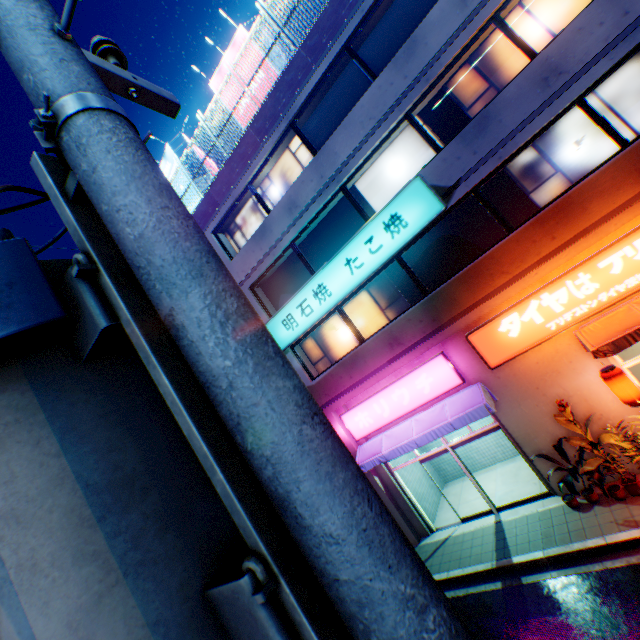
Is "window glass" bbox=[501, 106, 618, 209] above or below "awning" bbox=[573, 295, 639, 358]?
above

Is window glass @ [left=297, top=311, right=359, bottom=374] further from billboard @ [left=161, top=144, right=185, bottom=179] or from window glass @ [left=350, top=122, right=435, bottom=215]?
billboard @ [left=161, top=144, right=185, bottom=179]

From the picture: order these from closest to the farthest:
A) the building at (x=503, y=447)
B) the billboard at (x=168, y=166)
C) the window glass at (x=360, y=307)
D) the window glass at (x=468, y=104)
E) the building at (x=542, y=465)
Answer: the window glass at (x=468, y=104) → the building at (x=542, y=465) → the window glass at (x=360, y=307) → the building at (x=503, y=447) → the billboard at (x=168, y=166)

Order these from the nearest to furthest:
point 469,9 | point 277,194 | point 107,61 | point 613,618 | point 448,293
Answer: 1. point 107,61
2. point 613,618
3. point 469,9
4. point 448,293
5. point 277,194

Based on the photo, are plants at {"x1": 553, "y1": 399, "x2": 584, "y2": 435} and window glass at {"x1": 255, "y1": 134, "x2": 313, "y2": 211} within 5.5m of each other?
no

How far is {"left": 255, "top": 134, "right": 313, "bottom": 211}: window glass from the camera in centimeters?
1173cm

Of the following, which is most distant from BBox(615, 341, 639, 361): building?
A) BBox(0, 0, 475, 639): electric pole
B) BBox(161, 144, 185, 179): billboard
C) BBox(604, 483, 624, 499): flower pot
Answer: BBox(0, 0, 475, 639): electric pole

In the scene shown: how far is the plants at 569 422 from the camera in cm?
812
